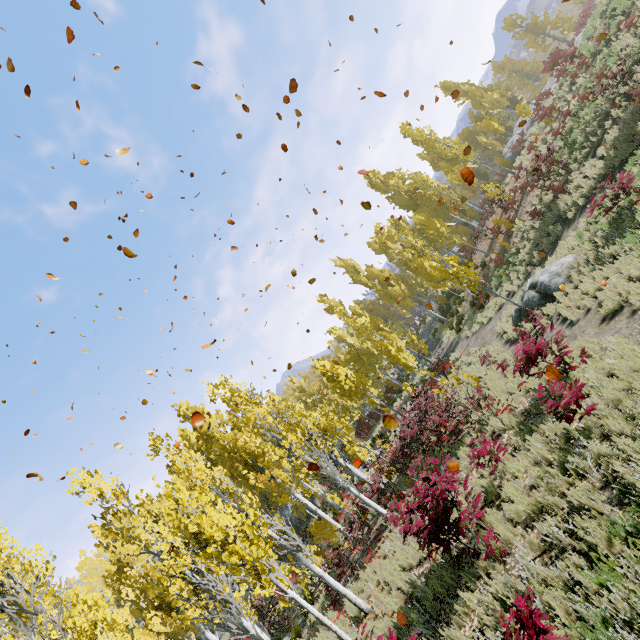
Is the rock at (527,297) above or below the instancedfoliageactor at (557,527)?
below

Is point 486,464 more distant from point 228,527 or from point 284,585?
point 228,527

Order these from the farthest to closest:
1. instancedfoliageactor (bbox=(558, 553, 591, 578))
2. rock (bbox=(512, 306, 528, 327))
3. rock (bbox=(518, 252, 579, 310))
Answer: rock (bbox=(512, 306, 528, 327)) < rock (bbox=(518, 252, 579, 310)) < instancedfoliageactor (bbox=(558, 553, 591, 578))

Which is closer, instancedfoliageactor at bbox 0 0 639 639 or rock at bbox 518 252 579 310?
instancedfoliageactor at bbox 0 0 639 639

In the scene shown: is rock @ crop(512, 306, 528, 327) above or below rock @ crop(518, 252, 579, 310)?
above

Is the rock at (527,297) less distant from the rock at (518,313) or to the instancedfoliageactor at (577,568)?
the instancedfoliageactor at (577,568)

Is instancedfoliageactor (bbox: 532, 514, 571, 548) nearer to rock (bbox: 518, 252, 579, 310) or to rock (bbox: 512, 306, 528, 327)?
rock (bbox: 518, 252, 579, 310)

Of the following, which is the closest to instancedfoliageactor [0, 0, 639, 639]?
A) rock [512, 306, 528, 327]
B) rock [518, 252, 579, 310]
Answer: rock [518, 252, 579, 310]
